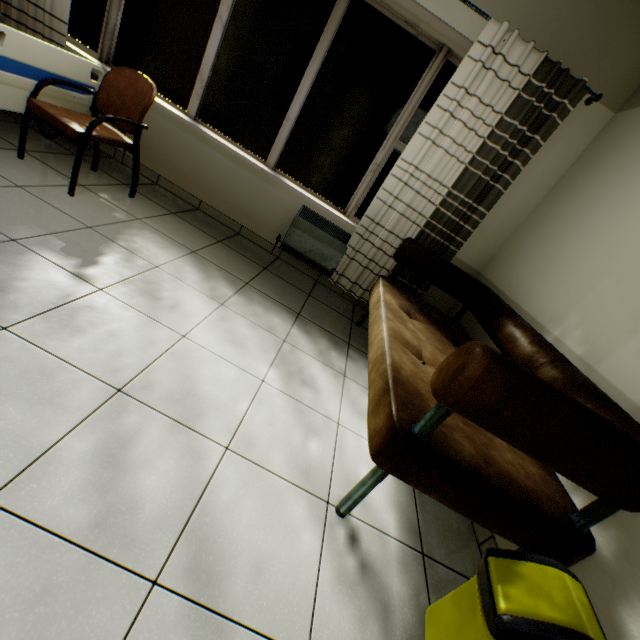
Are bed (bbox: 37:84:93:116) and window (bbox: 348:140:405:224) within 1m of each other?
no

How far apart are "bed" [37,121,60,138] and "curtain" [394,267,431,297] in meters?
2.1

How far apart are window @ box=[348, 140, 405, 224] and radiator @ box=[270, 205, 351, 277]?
0.2 meters

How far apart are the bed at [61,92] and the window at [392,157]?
2.5m

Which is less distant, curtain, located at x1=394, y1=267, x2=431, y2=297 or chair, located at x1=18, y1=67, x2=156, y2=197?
chair, located at x1=18, y1=67, x2=156, y2=197

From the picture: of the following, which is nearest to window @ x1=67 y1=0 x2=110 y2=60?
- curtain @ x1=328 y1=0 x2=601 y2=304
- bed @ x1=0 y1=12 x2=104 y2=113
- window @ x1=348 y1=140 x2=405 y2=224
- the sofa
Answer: bed @ x1=0 y1=12 x2=104 y2=113

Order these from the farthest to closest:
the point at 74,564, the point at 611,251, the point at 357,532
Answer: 1. the point at 611,251
2. the point at 357,532
3. the point at 74,564

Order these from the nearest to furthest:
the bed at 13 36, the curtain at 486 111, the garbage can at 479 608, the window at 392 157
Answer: the garbage can at 479 608, the bed at 13 36, the curtain at 486 111, the window at 392 157
